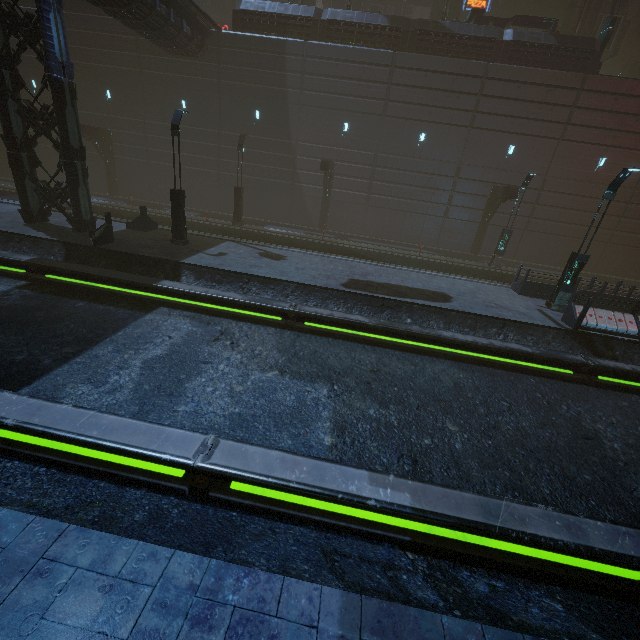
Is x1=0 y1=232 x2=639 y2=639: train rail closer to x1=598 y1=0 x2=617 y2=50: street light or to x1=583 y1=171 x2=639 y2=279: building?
x1=583 y1=171 x2=639 y2=279: building

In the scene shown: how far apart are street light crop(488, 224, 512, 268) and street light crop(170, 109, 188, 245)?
18.05m

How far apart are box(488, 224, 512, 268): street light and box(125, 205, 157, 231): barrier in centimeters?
2036cm

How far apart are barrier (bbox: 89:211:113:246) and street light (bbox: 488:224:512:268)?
21.2 meters

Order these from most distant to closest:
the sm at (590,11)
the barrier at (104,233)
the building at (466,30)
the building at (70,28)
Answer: the sm at (590,11) → the building at (466,30) → the building at (70,28) → the barrier at (104,233)

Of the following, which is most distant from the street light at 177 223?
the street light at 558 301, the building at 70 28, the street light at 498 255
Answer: the street light at 498 255

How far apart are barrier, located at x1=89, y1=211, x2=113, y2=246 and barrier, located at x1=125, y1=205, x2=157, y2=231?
2.8m

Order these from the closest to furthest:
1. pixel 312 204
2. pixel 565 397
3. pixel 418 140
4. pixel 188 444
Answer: pixel 188 444 < pixel 565 397 < pixel 418 140 < pixel 312 204
